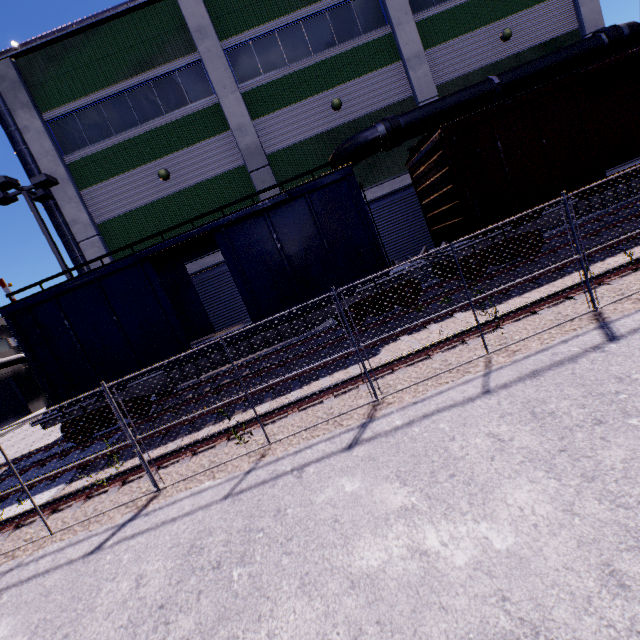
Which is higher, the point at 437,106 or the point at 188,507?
the point at 437,106

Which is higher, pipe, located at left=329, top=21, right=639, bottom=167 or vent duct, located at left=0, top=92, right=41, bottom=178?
vent duct, located at left=0, top=92, right=41, bottom=178

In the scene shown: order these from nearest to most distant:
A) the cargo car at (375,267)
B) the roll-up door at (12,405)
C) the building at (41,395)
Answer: the cargo car at (375,267), the roll-up door at (12,405), the building at (41,395)

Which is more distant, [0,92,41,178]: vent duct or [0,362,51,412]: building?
[0,362,51,412]: building

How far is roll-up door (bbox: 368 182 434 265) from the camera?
14.9 meters

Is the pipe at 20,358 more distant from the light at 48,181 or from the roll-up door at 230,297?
the roll-up door at 230,297

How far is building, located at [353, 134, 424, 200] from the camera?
14.38m

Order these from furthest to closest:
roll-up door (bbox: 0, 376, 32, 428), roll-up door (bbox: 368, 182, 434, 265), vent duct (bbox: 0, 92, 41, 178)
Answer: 1. roll-up door (bbox: 0, 376, 32, 428)
2. roll-up door (bbox: 368, 182, 434, 265)
3. vent duct (bbox: 0, 92, 41, 178)
